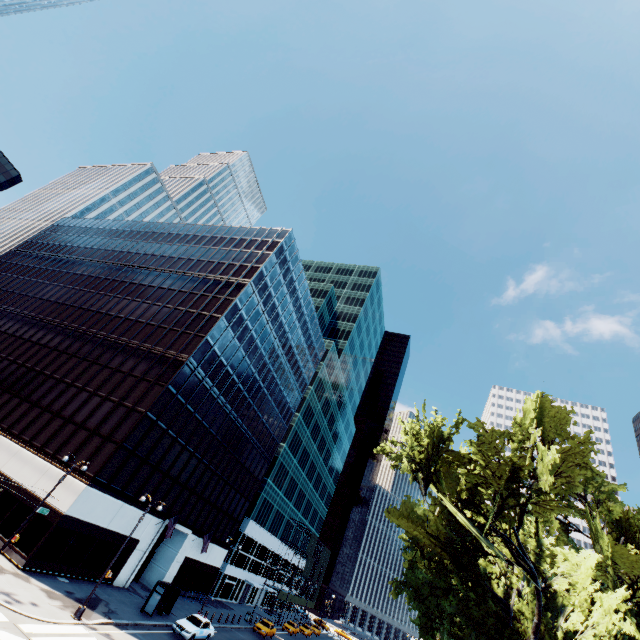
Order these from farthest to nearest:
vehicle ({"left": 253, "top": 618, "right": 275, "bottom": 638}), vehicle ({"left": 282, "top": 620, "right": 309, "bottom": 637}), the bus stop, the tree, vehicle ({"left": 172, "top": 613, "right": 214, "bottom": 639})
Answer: vehicle ({"left": 282, "top": 620, "right": 309, "bottom": 637}), vehicle ({"left": 253, "top": 618, "right": 275, "bottom": 638}), the bus stop, vehicle ({"left": 172, "top": 613, "right": 214, "bottom": 639}), the tree

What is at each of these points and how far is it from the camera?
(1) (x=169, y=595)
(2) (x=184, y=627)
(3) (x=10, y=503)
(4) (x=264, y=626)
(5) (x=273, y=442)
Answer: (1) bus stop, 30.34m
(2) vehicle, 26.89m
(3) building, 26.80m
(4) vehicle, 42.66m
(5) building, 55.41m

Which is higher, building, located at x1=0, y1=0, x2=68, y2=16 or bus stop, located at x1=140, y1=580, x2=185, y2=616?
building, located at x1=0, y1=0, x2=68, y2=16

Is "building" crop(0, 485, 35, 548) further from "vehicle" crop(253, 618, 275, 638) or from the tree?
the tree

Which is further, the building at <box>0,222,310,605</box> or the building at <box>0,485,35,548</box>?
the building at <box>0,222,310,605</box>

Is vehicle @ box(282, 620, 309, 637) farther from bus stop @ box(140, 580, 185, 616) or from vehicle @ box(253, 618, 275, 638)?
bus stop @ box(140, 580, 185, 616)

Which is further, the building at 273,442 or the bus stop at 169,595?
the building at 273,442

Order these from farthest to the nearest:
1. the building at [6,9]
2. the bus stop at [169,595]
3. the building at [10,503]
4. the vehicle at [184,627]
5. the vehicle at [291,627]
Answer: the vehicle at [291,627] < the building at [6,9] < the bus stop at [169,595] < the vehicle at [184,627] < the building at [10,503]
